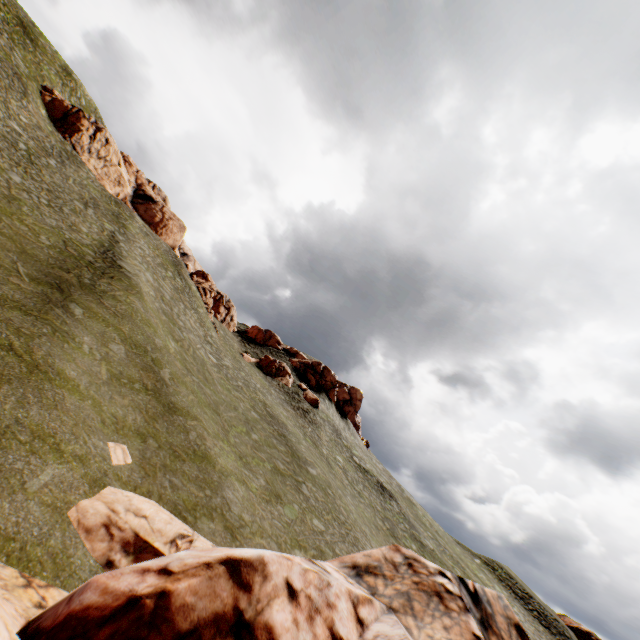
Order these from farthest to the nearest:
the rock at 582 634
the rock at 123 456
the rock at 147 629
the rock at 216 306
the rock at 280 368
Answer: the rock at 582 634 < the rock at 280 368 < the rock at 216 306 < the rock at 123 456 < the rock at 147 629

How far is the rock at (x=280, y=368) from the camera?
50.03m

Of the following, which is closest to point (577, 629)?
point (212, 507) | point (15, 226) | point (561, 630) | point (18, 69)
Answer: point (561, 630)

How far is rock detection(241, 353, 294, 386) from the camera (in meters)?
50.03

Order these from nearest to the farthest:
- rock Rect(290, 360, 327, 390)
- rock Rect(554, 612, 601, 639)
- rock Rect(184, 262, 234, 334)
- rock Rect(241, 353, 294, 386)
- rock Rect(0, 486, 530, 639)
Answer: rock Rect(0, 486, 530, 639), rock Rect(184, 262, 234, 334), rock Rect(241, 353, 294, 386), rock Rect(554, 612, 601, 639), rock Rect(290, 360, 327, 390)

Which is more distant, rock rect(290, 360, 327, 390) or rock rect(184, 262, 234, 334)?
rock rect(290, 360, 327, 390)
